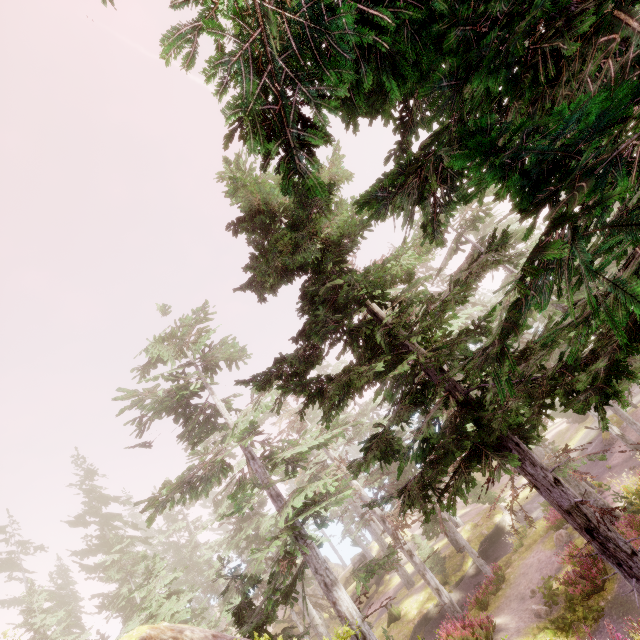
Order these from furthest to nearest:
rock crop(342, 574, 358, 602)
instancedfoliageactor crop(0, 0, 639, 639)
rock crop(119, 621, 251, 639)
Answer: rock crop(342, 574, 358, 602)
rock crop(119, 621, 251, 639)
instancedfoliageactor crop(0, 0, 639, 639)

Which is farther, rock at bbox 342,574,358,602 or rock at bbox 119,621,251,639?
rock at bbox 342,574,358,602

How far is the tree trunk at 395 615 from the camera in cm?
→ 2550

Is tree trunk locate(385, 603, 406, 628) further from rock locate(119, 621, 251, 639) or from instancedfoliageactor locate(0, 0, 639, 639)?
rock locate(119, 621, 251, 639)

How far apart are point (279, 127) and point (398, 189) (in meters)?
1.13

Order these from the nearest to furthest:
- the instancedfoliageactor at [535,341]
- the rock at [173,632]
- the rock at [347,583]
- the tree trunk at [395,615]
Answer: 1. the instancedfoliageactor at [535,341]
2. the rock at [173,632]
3. the tree trunk at [395,615]
4. the rock at [347,583]

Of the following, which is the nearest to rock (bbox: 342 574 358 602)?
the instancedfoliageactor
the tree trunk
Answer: the instancedfoliageactor

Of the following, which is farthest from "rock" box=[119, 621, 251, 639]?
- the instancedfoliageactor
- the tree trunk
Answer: the tree trunk
